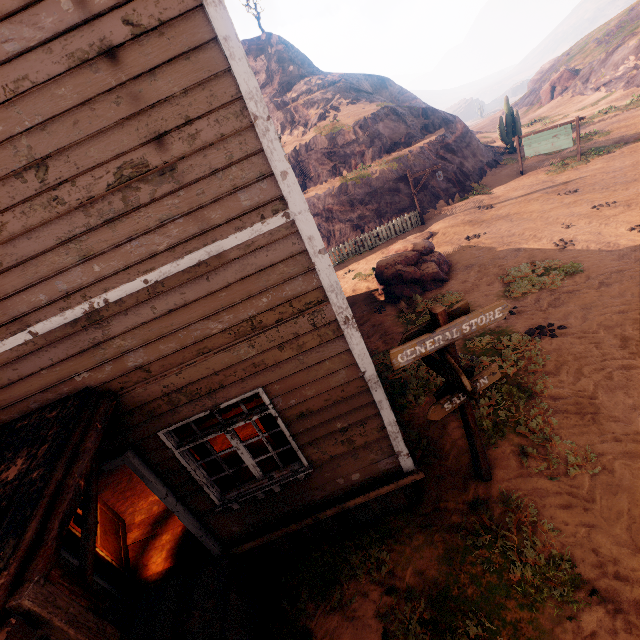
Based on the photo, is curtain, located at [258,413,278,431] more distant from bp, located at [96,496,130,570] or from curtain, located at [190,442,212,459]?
bp, located at [96,496,130,570]

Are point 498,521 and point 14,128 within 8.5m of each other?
yes

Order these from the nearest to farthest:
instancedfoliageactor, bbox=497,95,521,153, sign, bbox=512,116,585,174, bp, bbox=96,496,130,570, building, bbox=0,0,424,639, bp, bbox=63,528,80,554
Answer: building, bbox=0,0,424,639, bp, bbox=63,528,80,554, bp, bbox=96,496,130,570, sign, bbox=512,116,585,174, instancedfoliageactor, bbox=497,95,521,153

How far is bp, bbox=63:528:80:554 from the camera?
4.4m

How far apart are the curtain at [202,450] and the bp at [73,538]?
2.0 meters

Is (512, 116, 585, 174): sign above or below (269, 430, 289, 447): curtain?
below

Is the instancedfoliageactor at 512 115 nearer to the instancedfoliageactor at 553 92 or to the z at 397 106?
the z at 397 106

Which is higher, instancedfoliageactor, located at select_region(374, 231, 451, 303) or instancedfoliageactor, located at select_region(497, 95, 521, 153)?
instancedfoliageactor, located at select_region(497, 95, 521, 153)
